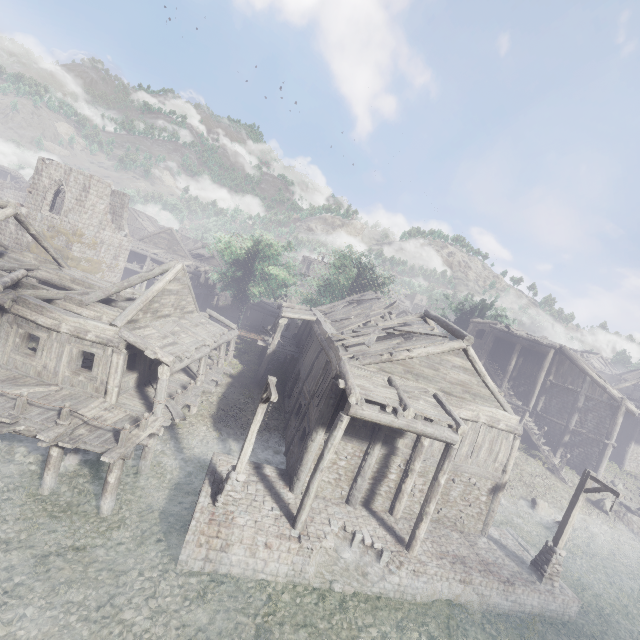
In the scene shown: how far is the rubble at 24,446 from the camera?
12.1 meters

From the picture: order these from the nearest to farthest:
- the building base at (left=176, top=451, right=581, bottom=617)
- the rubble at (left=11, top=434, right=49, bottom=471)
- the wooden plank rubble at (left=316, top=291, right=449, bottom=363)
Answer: the building base at (left=176, top=451, right=581, bottom=617), the rubble at (left=11, top=434, right=49, bottom=471), the wooden plank rubble at (left=316, top=291, right=449, bottom=363)

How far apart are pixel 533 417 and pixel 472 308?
14.02m

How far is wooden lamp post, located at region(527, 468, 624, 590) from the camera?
13.0 meters

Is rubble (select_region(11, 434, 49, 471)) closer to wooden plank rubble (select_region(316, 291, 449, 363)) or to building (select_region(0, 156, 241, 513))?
building (select_region(0, 156, 241, 513))

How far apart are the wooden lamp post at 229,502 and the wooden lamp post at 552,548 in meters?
13.0

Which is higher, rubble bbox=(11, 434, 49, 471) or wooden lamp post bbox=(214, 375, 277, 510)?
wooden lamp post bbox=(214, 375, 277, 510)

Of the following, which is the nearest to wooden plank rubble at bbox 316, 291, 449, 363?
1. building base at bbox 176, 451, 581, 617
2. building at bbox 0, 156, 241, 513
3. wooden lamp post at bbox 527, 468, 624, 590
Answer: building at bbox 0, 156, 241, 513
